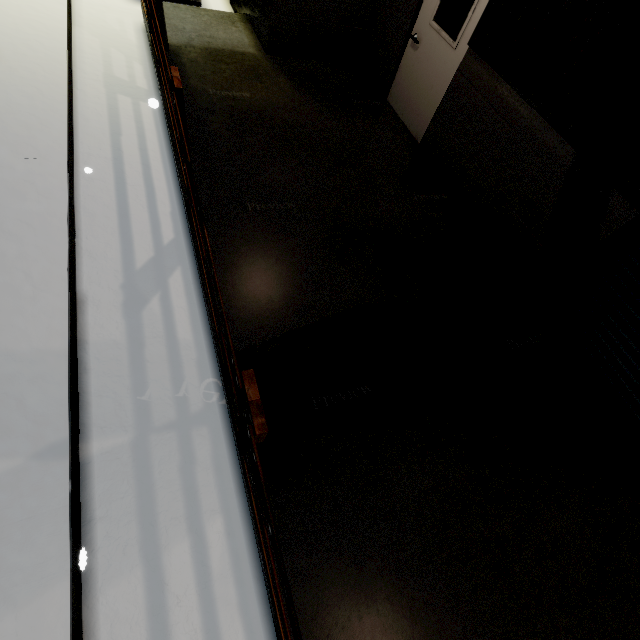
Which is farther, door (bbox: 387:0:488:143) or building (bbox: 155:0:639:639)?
door (bbox: 387:0:488:143)

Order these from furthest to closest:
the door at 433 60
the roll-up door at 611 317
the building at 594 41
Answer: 1. the door at 433 60
2. the roll-up door at 611 317
3. the building at 594 41

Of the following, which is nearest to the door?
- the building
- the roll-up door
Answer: the building

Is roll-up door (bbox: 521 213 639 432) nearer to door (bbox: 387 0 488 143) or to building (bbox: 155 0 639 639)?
building (bbox: 155 0 639 639)

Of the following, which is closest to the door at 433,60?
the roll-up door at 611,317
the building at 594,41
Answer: the building at 594,41

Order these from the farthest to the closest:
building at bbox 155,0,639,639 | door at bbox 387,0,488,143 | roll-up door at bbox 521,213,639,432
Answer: door at bbox 387,0,488,143, roll-up door at bbox 521,213,639,432, building at bbox 155,0,639,639

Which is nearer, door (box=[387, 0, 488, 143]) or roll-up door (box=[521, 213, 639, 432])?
roll-up door (box=[521, 213, 639, 432])

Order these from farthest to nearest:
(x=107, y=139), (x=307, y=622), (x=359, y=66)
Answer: (x=359, y=66), (x=107, y=139), (x=307, y=622)
